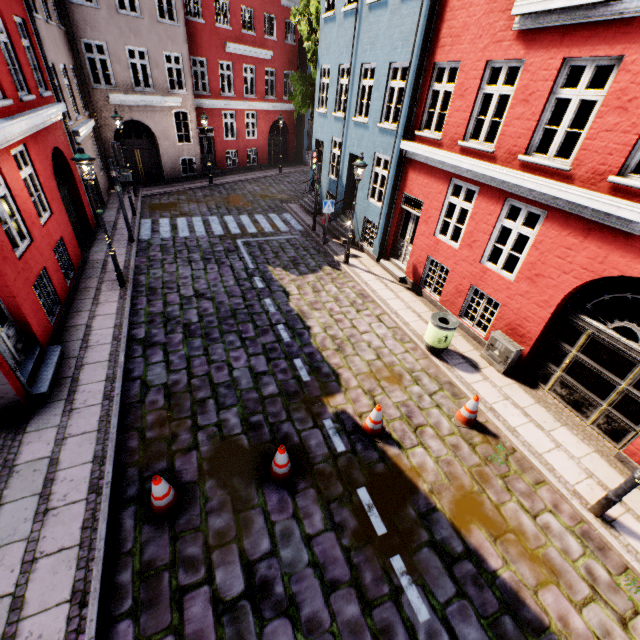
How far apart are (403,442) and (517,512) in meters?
2.2 m

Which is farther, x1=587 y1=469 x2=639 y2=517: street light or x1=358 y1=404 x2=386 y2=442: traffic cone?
x1=358 y1=404 x2=386 y2=442: traffic cone

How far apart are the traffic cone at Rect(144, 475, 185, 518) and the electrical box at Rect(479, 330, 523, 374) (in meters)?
7.66

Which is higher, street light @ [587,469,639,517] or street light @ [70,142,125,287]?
street light @ [70,142,125,287]

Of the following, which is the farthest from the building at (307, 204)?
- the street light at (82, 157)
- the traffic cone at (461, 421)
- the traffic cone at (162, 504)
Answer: the traffic cone at (162, 504)

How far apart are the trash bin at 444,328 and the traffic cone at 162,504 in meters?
6.4 m

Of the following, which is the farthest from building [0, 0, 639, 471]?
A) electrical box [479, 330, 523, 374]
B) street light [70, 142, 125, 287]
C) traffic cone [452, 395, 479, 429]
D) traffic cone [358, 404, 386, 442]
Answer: traffic cone [358, 404, 386, 442]

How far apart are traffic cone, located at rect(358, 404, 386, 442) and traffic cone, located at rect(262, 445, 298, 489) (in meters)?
1.44
